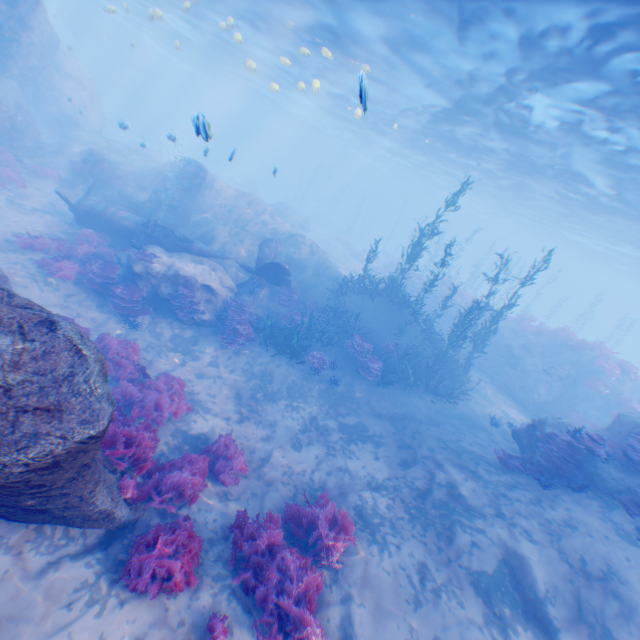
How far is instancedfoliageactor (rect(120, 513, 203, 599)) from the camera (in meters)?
4.70

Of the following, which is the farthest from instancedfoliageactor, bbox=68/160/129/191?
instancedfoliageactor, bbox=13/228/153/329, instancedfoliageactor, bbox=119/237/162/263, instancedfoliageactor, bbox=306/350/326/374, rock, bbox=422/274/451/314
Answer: rock, bbox=422/274/451/314

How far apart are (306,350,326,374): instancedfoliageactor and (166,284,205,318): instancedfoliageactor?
4.8m

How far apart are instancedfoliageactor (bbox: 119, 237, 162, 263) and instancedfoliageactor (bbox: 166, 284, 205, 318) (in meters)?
1.25

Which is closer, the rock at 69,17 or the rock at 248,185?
the rock at 69,17

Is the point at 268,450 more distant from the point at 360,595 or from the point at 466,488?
the point at 466,488

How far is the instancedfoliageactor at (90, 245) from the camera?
12.15m

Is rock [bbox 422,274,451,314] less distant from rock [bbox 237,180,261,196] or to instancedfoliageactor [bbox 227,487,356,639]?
instancedfoliageactor [bbox 227,487,356,639]
